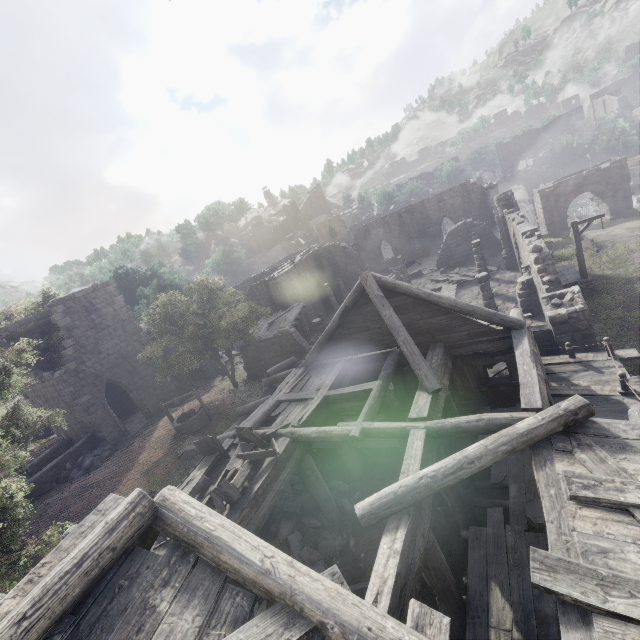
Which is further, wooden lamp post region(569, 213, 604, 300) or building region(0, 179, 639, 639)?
wooden lamp post region(569, 213, 604, 300)

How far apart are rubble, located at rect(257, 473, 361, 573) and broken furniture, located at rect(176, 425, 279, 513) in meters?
2.4

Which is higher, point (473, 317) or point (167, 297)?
point (167, 297)

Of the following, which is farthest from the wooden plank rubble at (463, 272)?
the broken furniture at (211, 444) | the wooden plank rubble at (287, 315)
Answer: the broken furniture at (211, 444)

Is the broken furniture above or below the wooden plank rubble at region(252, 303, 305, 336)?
above

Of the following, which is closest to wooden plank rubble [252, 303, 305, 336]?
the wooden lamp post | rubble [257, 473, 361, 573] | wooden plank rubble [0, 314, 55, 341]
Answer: wooden plank rubble [0, 314, 55, 341]

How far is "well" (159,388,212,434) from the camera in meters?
17.5 m

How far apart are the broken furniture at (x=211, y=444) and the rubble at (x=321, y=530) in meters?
2.4 m
